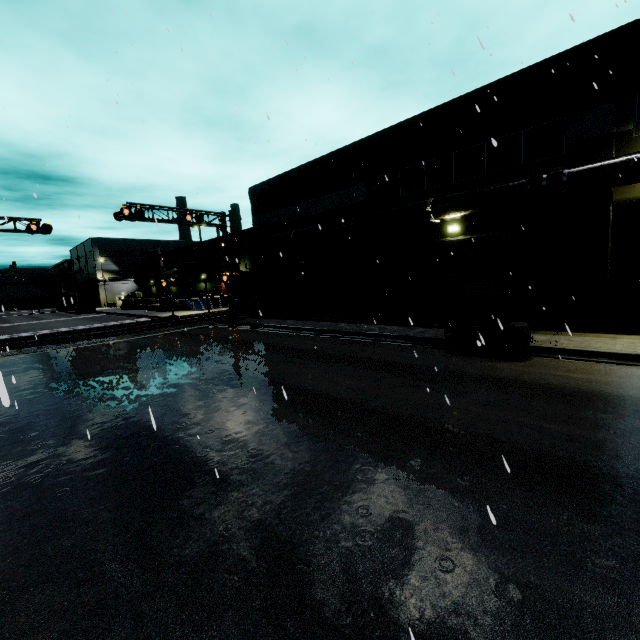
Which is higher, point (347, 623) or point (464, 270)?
point (464, 270)

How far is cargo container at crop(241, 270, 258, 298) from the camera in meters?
29.6

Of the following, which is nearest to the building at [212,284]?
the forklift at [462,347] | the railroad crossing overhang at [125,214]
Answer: the railroad crossing overhang at [125,214]

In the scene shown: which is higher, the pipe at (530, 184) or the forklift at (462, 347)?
the pipe at (530, 184)

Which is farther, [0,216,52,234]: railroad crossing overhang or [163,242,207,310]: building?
[163,242,207,310]: building

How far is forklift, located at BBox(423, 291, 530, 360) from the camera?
10.4m

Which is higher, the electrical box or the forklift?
the electrical box
